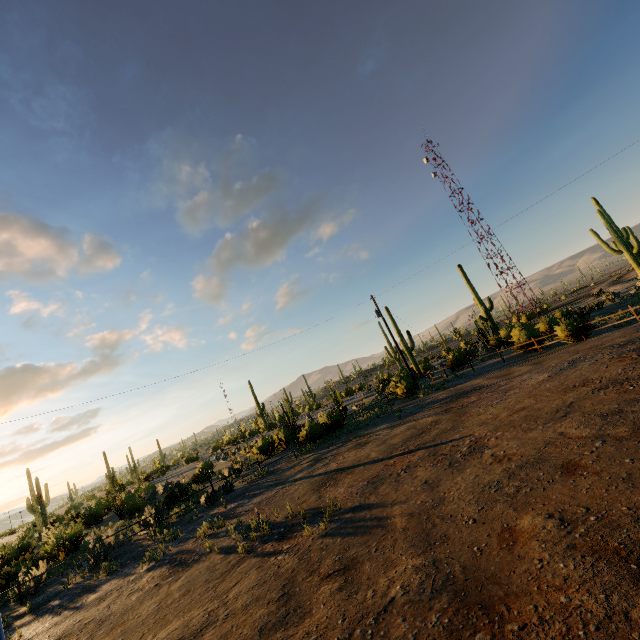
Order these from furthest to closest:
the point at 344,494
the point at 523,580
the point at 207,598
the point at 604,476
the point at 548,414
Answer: the point at 344,494 → the point at 548,414 → the point at 207,598 → the point at 604,476 → the point at 523,580

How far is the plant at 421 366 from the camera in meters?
35.8

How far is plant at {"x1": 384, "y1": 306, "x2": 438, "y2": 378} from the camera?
35.8m

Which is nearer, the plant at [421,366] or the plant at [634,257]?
the plant at [634,257]

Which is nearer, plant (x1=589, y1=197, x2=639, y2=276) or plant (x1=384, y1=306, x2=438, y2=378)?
plant (x1=589, y1=197, x2=639, y2=276)

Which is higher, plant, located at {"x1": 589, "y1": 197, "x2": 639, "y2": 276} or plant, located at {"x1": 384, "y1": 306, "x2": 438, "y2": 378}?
plant, located at {"x1": 589, "y1": 197, "x2": 639, "y2": 276}
